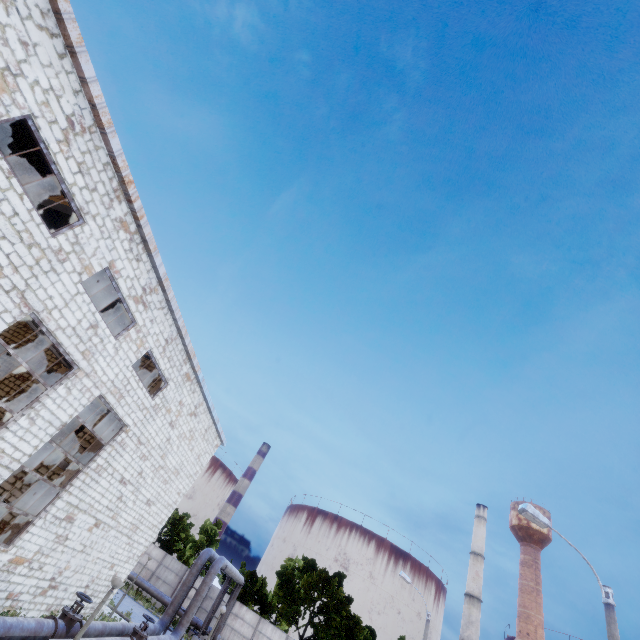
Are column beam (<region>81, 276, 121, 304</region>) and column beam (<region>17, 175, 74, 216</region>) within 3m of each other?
no

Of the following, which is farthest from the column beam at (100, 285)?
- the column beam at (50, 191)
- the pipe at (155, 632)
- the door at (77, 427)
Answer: the pipe at (155, 632)

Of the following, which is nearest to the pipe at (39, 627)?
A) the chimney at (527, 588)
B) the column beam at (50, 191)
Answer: the column beam at (50, 191)

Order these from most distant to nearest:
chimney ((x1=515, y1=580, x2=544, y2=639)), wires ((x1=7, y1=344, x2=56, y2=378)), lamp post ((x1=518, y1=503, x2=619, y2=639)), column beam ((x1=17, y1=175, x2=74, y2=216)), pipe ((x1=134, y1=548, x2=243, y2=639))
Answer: chimney ((x1=515, y1=580, x2=544, y2=639)), pipe ((x1=134, y1=548, x2=243, y2=639)), wires ((x1=7, y1=344, x2=56, y2=378)), column beam ((x1=17, y1=175, x2=74, y2=216)), lamp post ((x1=518, y1=503, x2=619, y2=639))

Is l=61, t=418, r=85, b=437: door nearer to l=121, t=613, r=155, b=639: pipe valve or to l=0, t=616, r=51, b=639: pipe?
l=0, t=616, r=51, b=639: pipe

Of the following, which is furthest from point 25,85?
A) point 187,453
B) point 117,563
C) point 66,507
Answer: point 117,563

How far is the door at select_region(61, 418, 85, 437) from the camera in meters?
15.5 m

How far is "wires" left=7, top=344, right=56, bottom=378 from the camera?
17.1m
